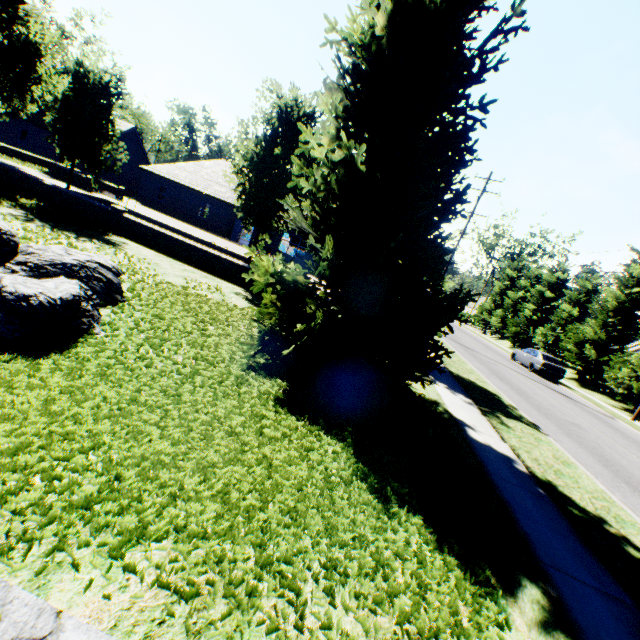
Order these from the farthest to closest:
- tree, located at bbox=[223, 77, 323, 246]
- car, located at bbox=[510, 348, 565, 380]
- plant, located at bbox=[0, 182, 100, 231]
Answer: car, located at bbox=[510, 348, 565, 380] < tree, located at bbox=[223, 77, 323, 246] < plant, located at bbox=[0, 182, 100, 231]

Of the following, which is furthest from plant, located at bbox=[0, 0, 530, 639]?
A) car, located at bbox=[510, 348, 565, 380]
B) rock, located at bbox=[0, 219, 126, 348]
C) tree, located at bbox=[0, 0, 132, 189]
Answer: car, located at bbox=[510, 348, 565, 380]

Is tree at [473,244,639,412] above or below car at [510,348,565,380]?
above

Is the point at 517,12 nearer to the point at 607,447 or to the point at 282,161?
the point at 282,161

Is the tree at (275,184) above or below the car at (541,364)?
above

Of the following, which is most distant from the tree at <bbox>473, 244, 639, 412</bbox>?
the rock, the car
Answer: the rock

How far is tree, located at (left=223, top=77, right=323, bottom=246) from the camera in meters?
11.7 m

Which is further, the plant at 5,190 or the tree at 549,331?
the tree at 549,331
